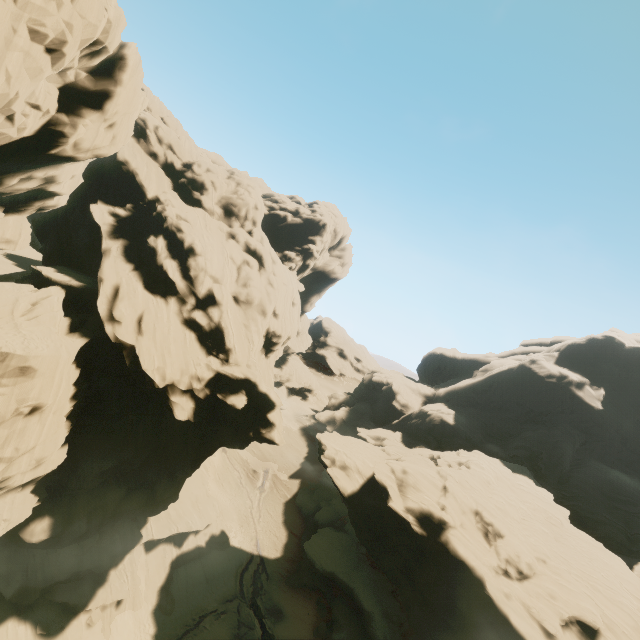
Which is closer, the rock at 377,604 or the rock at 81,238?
the rock at 81,238

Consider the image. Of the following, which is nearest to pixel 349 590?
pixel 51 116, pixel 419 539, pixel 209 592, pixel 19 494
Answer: pixel 419 539

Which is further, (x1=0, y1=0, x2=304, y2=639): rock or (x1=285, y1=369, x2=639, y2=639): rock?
(x1=285, y1=369, x2=639, y2=639): rock
